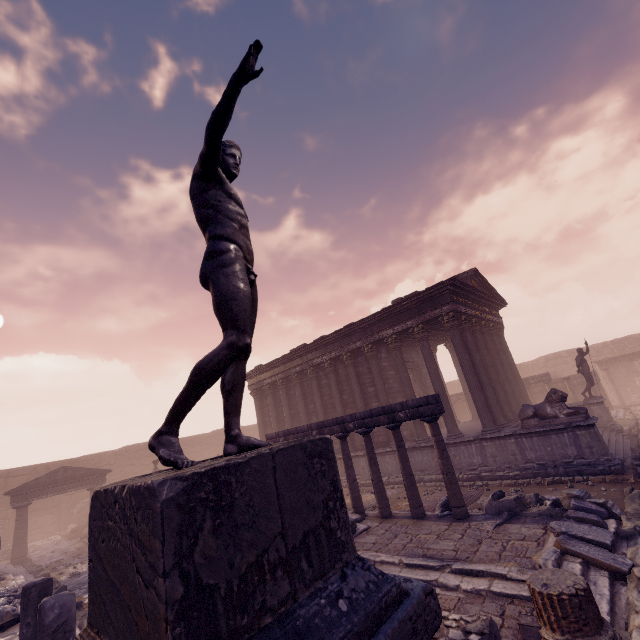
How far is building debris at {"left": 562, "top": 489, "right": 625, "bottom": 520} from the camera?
7.1 meters

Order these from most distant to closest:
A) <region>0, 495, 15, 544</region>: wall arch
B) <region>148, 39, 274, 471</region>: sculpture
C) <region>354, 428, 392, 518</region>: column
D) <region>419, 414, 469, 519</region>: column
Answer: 1. <region>0, 495, 15, 544</region>: wall arch
2. <region>354, 428, 392, 518</region>: column
3. <region>419, 414, 469, 519</region>: column
4. <region>148, 39, 274, 471</region>: sculpture

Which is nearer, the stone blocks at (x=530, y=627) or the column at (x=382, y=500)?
the stone blocks at (x=530, y=627)

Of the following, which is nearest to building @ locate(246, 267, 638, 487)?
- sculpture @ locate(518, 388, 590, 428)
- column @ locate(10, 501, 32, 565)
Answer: sculpture @ locate(518, 388, 590, 428)

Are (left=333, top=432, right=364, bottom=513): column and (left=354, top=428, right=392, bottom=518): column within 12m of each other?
yes

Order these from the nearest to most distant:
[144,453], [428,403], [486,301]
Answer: [428,403] → [486,301] → [144,453]

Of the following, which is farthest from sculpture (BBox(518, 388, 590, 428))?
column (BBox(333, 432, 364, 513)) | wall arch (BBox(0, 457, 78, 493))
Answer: wall arch (BBox(0, 457, 78, 493))

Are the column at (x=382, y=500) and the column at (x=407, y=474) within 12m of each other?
yes
